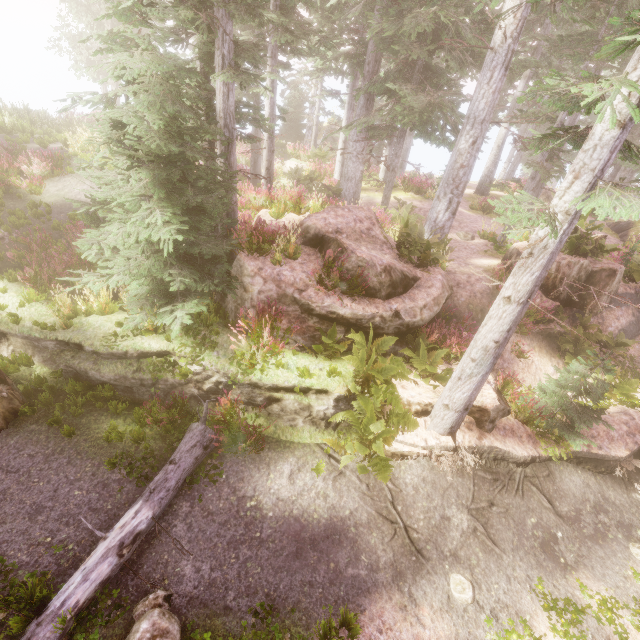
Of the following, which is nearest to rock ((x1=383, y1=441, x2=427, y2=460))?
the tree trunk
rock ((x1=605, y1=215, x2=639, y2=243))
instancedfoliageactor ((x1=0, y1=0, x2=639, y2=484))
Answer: instancedfoliageactor ((x1=0, y1=0, x2=639, y2=484))

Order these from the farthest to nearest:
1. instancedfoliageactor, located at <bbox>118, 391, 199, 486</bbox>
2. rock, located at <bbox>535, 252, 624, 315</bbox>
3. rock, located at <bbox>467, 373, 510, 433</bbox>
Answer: rock, located at <bbox>535, 252, 624, 315</bbox> → rock, located at <bbox>467, 373, 510, 433</bbox> → instancedfoliageactor, located at <bbox>118, 391, 199, 486</bbox>

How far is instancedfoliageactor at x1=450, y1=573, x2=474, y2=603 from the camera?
5.5m

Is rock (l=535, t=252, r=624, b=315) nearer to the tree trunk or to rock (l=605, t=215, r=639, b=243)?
rock (l=605, t=215, r=639, b=243)

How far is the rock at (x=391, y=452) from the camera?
7.34m

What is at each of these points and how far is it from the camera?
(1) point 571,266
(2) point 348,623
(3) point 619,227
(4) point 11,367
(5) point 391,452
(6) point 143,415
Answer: (1) rock, 10.3m
(2) instancedfoliageactor, 4.9m
(3) rock, 20.5m
(4) instancedfoliageactor, 7.6m
(5) rock, 7.5m
(6) instancedfoliageactor, 7.1m

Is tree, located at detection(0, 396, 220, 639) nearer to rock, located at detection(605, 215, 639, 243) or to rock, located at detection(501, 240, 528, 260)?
rock, located at detection(501, 240, 528, 260)

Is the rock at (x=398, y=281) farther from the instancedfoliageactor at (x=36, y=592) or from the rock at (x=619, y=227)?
the rock at (x=619, y=227)
